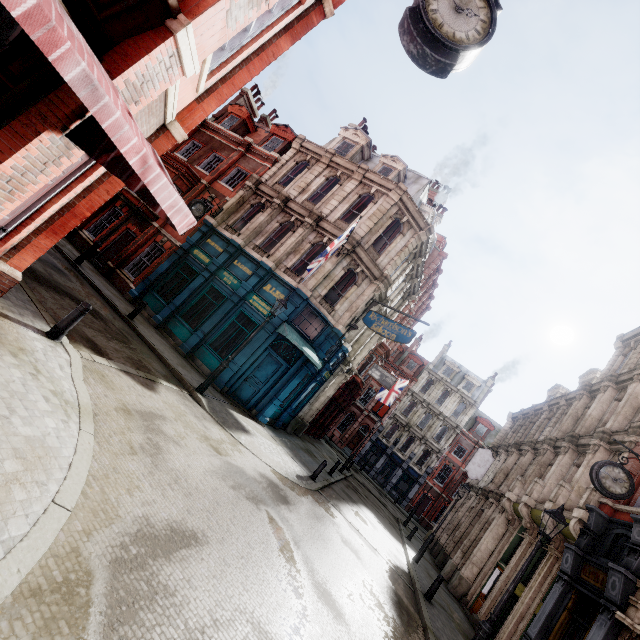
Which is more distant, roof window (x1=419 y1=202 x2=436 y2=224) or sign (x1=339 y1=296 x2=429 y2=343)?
roof window (x1=419 y1=202 x2=436 y2=224)

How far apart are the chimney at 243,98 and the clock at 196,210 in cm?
1371

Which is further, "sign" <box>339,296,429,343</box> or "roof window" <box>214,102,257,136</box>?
"roof window" <box>214,102,257,136</box>

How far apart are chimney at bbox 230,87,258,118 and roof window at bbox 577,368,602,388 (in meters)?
32.88

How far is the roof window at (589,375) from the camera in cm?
2167

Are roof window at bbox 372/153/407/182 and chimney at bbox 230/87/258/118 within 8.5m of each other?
no

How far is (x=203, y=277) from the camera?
17.1m

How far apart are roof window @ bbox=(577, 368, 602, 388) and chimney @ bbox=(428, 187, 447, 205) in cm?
1653
